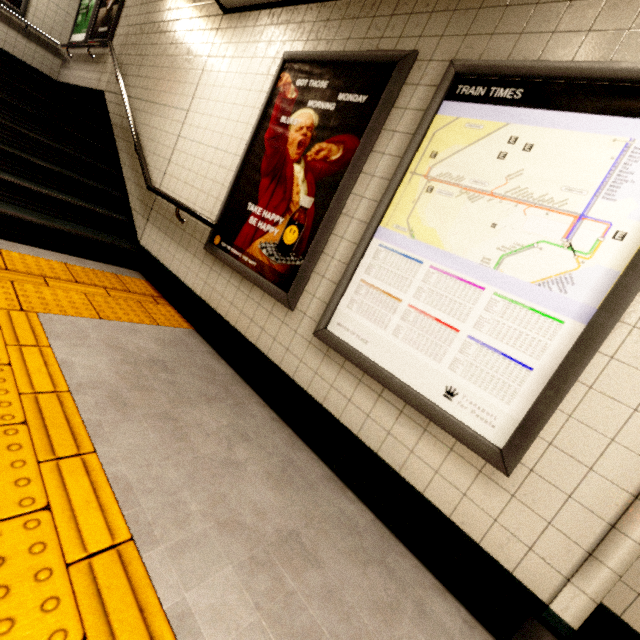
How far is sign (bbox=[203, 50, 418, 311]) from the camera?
2.1 meters

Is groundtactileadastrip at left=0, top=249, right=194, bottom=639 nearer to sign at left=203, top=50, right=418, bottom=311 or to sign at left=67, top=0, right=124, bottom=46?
sign at left=203, top=50, right=418, bottom=311

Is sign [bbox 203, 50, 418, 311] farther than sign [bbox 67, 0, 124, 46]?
No

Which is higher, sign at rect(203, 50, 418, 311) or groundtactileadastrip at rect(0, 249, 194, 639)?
sign at rect(203, 50, 418, 311)

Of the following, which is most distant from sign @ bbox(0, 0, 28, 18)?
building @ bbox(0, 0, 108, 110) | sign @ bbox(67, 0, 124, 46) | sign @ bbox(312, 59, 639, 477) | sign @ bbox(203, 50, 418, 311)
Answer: sign @ bbox(312, 59, 639, 477)

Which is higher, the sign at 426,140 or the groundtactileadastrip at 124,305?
the sign at 426,140

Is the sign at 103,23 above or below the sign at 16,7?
above

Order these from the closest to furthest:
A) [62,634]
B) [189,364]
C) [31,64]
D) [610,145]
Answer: [62,634] < [610,145] < [189,364] < [31,64]
